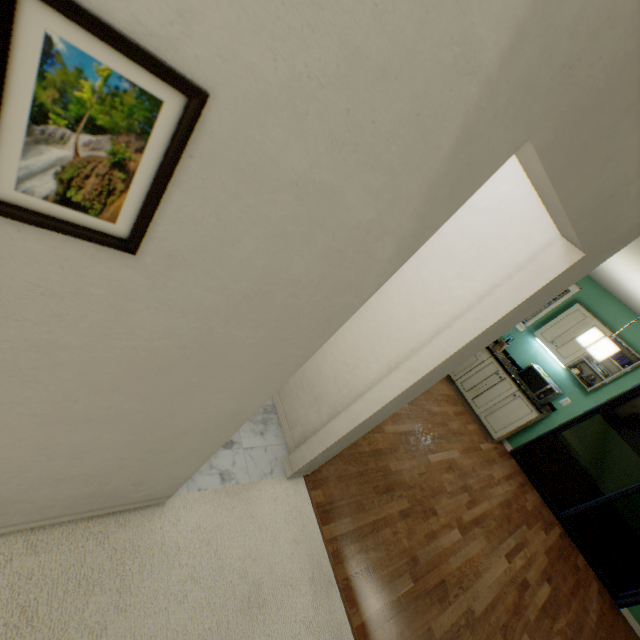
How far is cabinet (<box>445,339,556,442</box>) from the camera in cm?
456

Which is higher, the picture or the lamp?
the lamp

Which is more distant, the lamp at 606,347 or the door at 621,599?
the door at 621,599

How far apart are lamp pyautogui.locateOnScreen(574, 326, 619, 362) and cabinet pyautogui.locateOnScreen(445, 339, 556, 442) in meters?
1.7 m

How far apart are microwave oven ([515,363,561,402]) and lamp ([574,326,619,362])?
1.6 meters

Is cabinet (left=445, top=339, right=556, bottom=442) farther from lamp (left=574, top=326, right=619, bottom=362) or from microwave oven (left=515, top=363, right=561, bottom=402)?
lamp (left=574, top=326, right=619, bottom=362)

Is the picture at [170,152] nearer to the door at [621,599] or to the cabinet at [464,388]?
the cabinet at [464,388]

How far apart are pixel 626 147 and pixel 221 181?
1.1 meters
